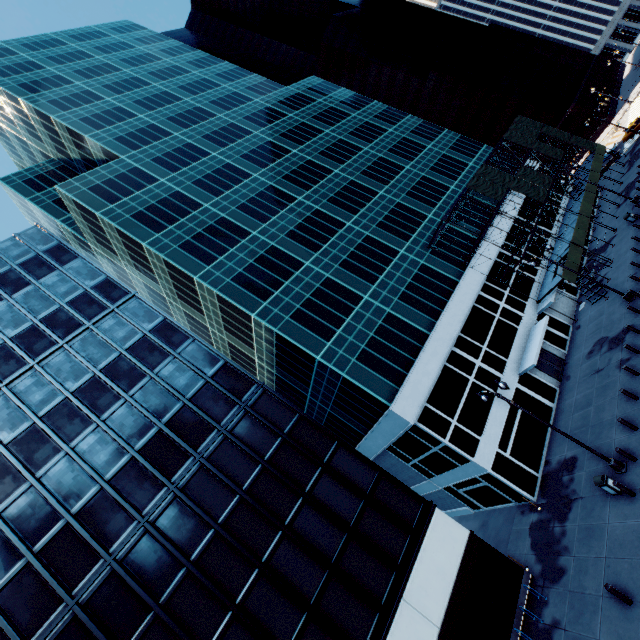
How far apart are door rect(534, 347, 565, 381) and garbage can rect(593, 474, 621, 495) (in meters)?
12.02

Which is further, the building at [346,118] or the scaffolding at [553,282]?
the scaffolding at [553,282]

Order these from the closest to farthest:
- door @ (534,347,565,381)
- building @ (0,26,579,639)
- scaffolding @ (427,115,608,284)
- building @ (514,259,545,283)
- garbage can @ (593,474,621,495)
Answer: garbage can @ (593,474,621,495) → building @ (0,26,579,639) → door @ (534,347,565,381) → scaffolding @ (427,115,608,284) → building @ (514,259,545,283)

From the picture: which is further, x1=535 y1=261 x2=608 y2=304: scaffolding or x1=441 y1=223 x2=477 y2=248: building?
x1=441 y1=223 x2=477 y2=248: building

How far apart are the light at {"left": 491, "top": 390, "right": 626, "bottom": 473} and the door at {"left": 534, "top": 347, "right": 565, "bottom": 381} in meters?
11.0

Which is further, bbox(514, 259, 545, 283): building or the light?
bbox(514, 259, 545, 283): building

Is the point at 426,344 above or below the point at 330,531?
above

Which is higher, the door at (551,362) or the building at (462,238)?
the building at (462,238)
